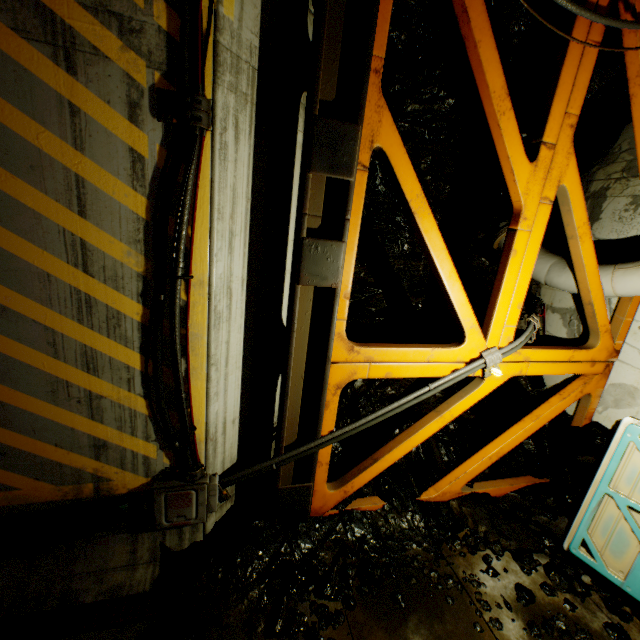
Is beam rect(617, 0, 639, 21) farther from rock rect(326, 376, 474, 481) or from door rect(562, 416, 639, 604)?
door rect(562, 416, 639, 604)

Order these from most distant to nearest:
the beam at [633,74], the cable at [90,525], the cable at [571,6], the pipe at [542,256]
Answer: the pipe at [542,256], the beam at [633,74], the cable at [571,6], the cable at [90,525]

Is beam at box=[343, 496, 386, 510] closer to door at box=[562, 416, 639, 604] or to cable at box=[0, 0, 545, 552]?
cable at box=[0, 0, 545, 552]

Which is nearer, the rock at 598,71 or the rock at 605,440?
the rock at 605,440

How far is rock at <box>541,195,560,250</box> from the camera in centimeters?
571cm

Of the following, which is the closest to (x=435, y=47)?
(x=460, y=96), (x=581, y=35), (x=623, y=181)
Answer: (x=460, y=96)

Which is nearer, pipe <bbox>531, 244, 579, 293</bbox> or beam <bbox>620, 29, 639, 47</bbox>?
beam <bbox>620, 29, 639, 47</bbox>
